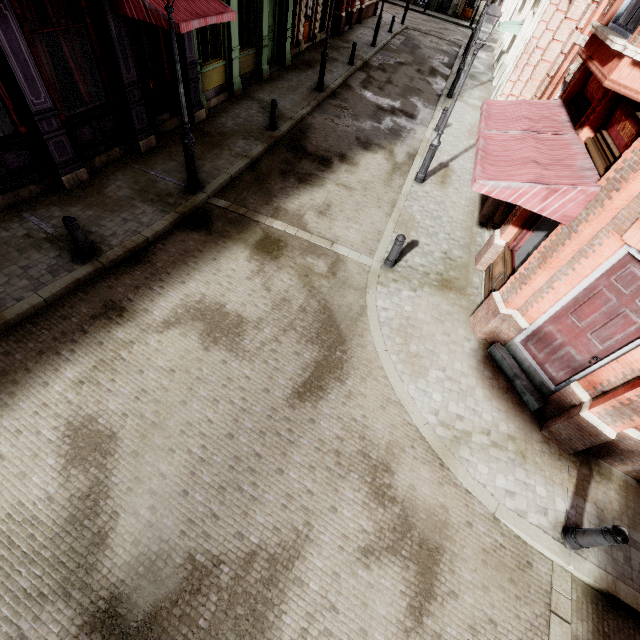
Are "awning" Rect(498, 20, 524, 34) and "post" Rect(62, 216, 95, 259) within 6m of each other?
no

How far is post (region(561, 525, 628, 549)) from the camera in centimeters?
442cm

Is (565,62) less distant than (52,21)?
No

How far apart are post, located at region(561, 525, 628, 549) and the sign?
4.7 meters

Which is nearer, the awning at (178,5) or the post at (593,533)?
the post at (593,533)

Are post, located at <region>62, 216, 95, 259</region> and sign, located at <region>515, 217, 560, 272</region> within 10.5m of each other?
yes

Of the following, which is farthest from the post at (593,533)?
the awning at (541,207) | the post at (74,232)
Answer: the post at (74,232)

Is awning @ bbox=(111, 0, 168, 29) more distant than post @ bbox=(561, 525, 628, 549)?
Yes
